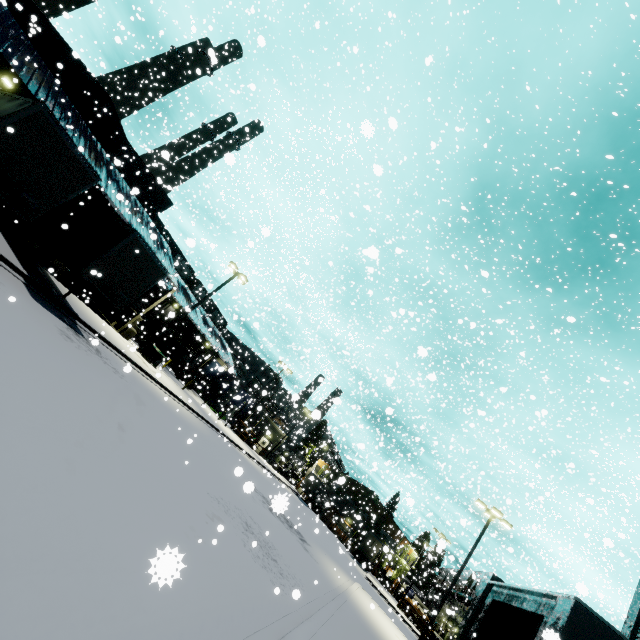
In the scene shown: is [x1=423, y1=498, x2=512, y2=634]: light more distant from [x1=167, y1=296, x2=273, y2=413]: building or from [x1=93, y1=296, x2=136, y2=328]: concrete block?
[x1=93, y1=296, x2=136, y2=328]: concrete block

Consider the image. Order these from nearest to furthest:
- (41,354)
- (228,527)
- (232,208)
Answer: (41,354) < (228,527) < (232,208)

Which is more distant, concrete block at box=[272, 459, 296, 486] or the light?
concrete block at box=[272, 459, 296, 486]

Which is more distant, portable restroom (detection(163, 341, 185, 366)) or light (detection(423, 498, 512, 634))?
portable restroom (detection(163, 341, 185, 366))

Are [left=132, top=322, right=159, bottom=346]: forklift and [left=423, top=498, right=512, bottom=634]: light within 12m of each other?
no

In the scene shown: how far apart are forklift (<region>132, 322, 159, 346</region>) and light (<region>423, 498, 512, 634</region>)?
29.3m

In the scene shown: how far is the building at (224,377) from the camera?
40.0 meters

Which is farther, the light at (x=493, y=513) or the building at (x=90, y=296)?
the building at (x=90, y=296)
